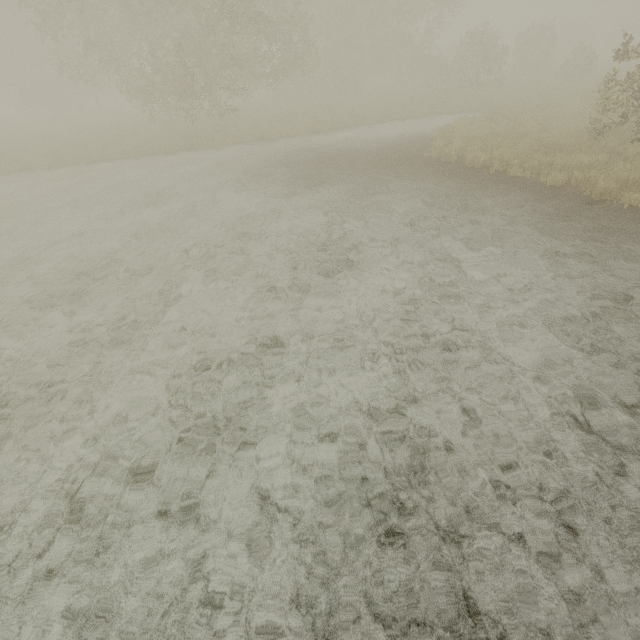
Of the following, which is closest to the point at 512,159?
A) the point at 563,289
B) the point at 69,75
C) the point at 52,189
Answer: the point at 563,289
